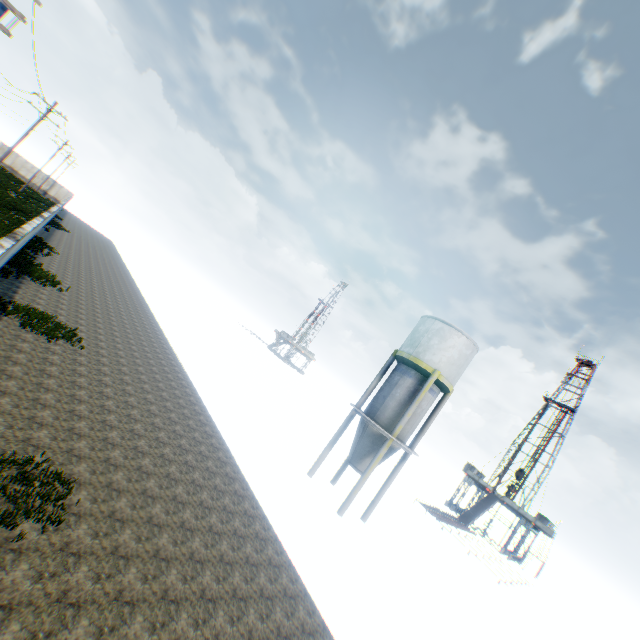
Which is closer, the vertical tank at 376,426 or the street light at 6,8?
the street light at 6,8

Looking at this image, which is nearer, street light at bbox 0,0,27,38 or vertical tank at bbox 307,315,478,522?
street light at bbox 0,0,27,38

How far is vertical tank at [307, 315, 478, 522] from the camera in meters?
18.7 m

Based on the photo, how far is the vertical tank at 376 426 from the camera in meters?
18.7

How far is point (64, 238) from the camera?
36.25m
